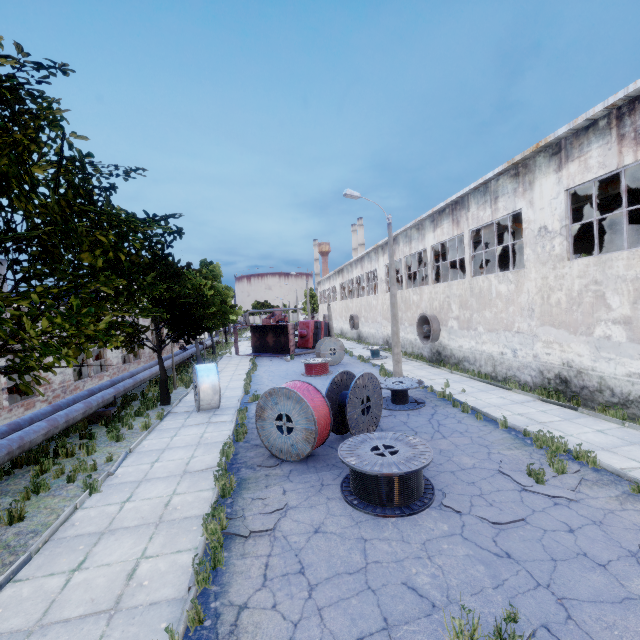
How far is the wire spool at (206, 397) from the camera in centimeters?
1331cm

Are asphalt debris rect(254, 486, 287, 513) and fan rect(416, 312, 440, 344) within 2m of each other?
no

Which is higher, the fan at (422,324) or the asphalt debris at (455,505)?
the fan at (422,324)

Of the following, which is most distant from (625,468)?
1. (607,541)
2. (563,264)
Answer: (563,264)

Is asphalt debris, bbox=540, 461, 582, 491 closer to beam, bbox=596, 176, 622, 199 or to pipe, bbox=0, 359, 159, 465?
beam, bbox=596, 176, 622, 199

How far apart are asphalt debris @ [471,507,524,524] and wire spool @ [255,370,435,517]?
3.1m

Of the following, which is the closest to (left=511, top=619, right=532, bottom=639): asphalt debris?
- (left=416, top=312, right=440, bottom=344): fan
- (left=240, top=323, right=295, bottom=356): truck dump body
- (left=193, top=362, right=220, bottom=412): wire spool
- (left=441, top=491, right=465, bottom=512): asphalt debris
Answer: (left=441, top=491, right=465, bottom=512): asphalt debris

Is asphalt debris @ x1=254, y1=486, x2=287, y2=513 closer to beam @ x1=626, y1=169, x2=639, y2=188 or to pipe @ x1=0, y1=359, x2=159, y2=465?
pipe @ x1=0, y1=359, x2=159, y2=465
